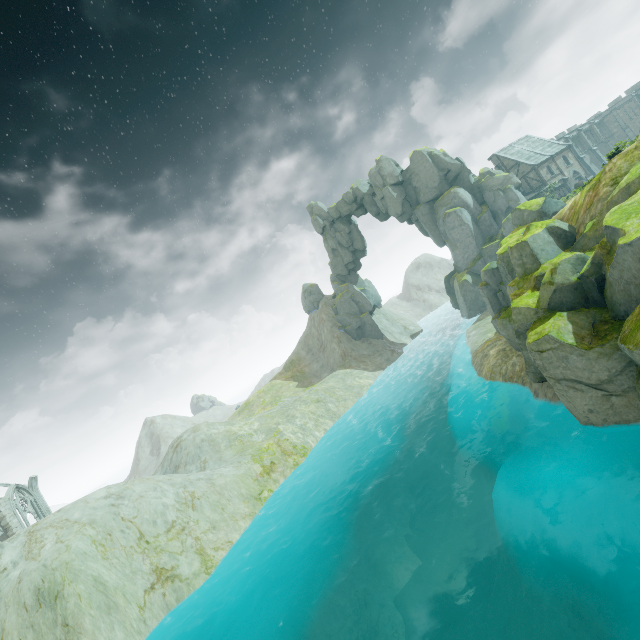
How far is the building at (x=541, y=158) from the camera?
50.6m

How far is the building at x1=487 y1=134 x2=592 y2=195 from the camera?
50.6m

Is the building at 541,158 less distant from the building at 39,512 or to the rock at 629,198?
the rock at 629,198

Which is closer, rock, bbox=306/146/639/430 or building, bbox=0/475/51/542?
rock, bbox=306/146/639/430

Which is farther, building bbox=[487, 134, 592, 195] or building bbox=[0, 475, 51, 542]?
building bbox=[487, 134, 592, 195]

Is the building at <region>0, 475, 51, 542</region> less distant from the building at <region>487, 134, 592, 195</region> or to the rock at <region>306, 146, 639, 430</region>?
the rock at <region>306, 146, 639, 430</region>

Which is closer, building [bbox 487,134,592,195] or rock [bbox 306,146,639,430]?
rock [bbox 306,146,639,430]

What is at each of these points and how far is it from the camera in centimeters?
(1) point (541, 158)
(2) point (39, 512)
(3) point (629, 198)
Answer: (1) building, 5094cm
(2) building, 4125cm
(3) rock, 1356cm
